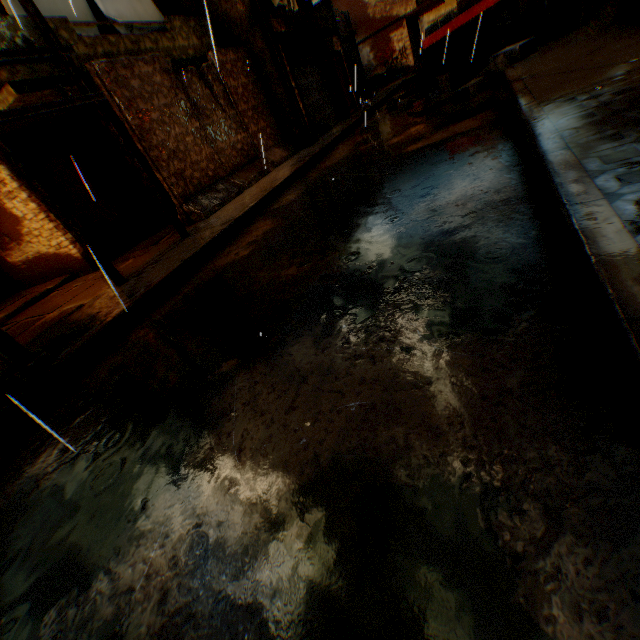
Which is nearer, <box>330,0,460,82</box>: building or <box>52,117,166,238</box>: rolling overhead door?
<box>52,117,166,238</box>: rolling overhead door

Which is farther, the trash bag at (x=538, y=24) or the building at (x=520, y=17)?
the building at (x=520, y=17)

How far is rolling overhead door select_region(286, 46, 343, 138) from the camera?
11.99m

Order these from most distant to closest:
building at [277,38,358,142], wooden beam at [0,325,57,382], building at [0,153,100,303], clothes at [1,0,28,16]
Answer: building at [277,38,358,142] → building at [0,153,100,303] → clothes at [1,0,28,16] → wooden beam at [0,325,57,382]

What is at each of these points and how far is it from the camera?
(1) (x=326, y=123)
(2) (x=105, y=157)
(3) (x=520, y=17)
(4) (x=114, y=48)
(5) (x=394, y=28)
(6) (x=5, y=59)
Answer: (1) rolling overhead door, 13.7m
(2) rolling overhead door, 9.3m
(3) building, 8.2m
(4) balcony, 7.3m
(5) building, 23.3m
(6) electric pole, 4.6m

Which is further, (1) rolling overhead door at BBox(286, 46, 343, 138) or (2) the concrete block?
(1) rolling overhead door at BBox(286, 46, 343, 138)

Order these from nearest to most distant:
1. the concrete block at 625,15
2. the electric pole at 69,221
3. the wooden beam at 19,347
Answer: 1. the wooden beam at 19,347
2. the electric pole at 69,221
3. the concrete block at 625,15

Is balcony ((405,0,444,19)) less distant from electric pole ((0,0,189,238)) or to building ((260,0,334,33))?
building ((260,0,334,33))
